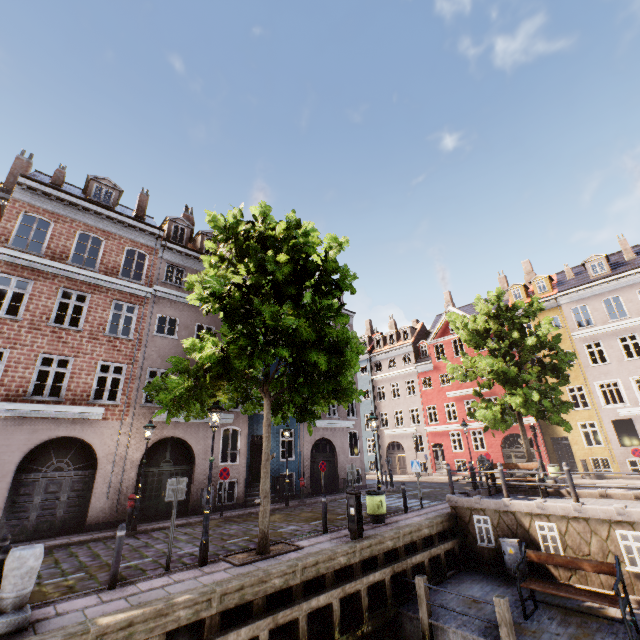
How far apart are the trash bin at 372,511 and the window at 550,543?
4.7m

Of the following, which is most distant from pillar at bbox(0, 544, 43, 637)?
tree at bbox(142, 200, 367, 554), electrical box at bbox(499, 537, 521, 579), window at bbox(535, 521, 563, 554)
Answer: window at bbox(535, 521, 563, 554)

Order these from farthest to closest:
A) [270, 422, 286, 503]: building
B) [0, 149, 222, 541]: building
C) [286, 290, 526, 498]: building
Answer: [286, 290, 526, 498]: building, [270, 422, 286, 503]: building, [0, 149, 222, 541]: building

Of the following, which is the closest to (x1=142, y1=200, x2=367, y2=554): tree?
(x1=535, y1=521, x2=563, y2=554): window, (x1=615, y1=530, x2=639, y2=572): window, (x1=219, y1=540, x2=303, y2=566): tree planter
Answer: (x1=219, y1=540, x2=303, y2=566): tree planter

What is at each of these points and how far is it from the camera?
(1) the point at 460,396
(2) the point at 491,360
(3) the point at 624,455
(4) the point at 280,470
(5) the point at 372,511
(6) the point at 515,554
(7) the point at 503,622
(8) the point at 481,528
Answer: (1) building, 30.6m
(2) tree, 16.7m
(3) building, 21.8m
(4) building, 18.7m
(5) trash bin, 11.5m
(6) electrical box, 10.2m
(7) wooden post, 6.9m
(8) window, 11.4m

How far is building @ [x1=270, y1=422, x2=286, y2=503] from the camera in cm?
1783

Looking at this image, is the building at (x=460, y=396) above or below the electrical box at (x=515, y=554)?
above

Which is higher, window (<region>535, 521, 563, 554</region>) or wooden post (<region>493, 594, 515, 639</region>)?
window (<region>535, 521, 563, 554</region>)
